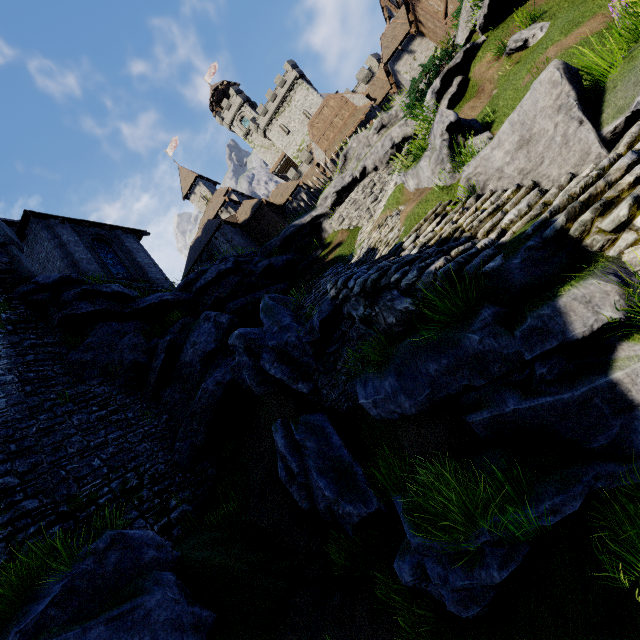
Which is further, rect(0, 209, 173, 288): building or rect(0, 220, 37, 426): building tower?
rect(0, 209, 173, 288): building

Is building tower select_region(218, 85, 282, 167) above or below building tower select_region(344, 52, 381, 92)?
above

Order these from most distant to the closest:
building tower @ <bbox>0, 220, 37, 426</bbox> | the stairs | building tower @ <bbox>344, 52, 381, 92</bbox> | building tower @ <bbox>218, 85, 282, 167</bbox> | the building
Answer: building tower @ <bbox>218, 85, 282, 167</bbox> → building tower @ <bbox>344, 52, 381, 92</bbox> → the building → building tower @ <bbox>0, 220, 37, 426</bbox> → the stairs

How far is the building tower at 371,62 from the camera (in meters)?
40.09

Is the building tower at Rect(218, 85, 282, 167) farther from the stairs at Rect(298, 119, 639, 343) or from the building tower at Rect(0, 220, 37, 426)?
the stairs at Rect(298, 119, 639, 343)

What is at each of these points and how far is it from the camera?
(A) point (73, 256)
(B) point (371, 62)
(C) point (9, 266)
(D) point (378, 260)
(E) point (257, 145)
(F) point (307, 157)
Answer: (A) building, 17.6m
(B) building tower, 40.5m
(C) building tower, 14.5m
(D) stairs, 7.7m
(E) building tower, 58.1m
(F) building tower, 45.0m

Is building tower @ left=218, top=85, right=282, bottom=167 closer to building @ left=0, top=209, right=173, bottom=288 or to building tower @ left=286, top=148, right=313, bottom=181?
building tower @ left=286, top=148, right=313, bottom=181

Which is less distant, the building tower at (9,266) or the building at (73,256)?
the building tower at (9,266)
